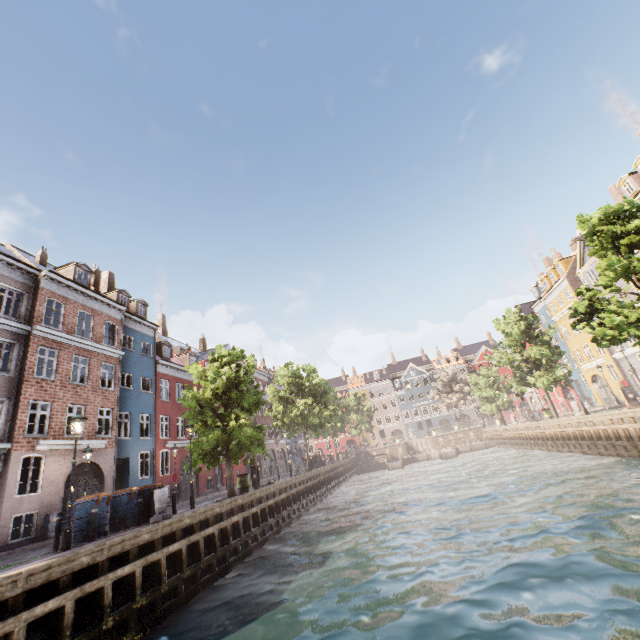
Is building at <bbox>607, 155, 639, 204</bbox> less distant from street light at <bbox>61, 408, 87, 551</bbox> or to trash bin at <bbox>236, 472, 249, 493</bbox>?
street light at <bbox>61, 408, 87, 551</bbox>

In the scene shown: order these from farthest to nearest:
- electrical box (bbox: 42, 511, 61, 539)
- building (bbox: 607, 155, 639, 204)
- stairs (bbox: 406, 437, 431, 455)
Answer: stairs (bbox: 406, 437, 431, 455), building (bbox: 607, 155, 639, 204), electrical box (bbox: 42, 511, 61, 539)

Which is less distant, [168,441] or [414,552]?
[414,552]

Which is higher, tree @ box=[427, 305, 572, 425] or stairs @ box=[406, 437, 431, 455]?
tree @ box=[427, 305, 572, 425]

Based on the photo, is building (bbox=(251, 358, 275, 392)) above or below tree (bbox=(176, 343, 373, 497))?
above

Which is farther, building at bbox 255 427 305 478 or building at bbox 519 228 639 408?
building at bbox 255 427 305 478

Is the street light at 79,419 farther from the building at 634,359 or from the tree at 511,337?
the building at 634,359

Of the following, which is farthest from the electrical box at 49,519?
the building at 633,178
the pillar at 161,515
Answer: the pillar at 161,515
